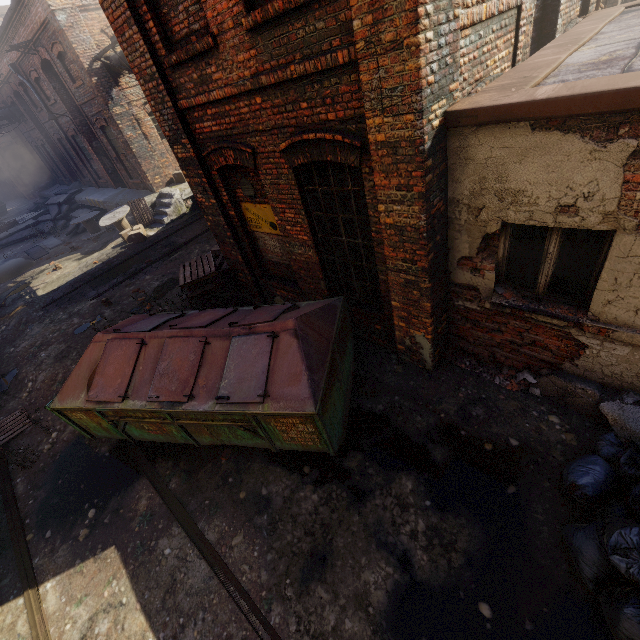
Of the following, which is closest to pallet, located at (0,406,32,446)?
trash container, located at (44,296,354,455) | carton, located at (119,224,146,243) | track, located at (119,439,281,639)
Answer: track, located at (119,439,281,639)

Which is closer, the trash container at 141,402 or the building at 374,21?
the building at 374,21

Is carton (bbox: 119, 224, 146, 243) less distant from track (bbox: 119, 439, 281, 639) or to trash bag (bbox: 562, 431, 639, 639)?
track (bbox: 119, 439, 281, 639)

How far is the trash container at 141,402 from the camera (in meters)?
4.00

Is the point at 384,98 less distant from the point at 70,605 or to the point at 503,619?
the point at 503,619

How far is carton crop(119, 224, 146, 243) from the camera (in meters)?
14.08

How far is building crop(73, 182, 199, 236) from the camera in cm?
1496

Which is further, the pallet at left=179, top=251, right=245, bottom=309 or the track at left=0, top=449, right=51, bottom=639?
the pallet at left=179, top=251, right=245, bottom=309
